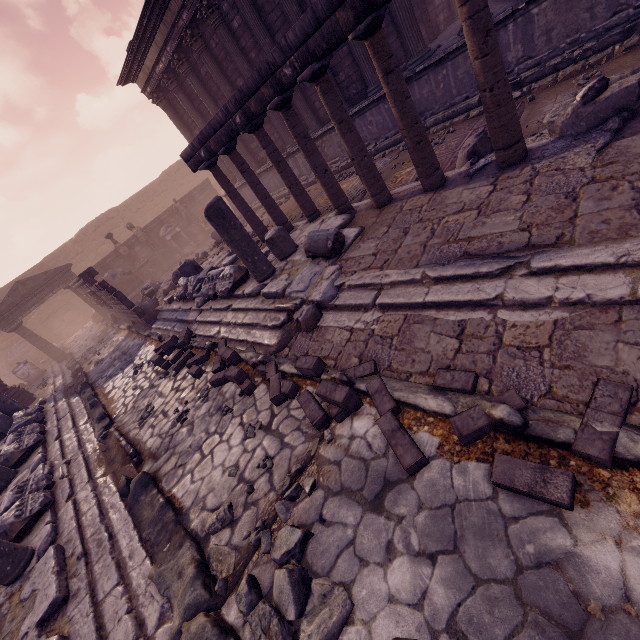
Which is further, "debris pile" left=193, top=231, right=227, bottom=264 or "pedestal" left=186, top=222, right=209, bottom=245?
"pedestal" left=186, top=222, right=209, bottom=245

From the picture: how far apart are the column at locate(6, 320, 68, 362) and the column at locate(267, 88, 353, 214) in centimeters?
1787cm

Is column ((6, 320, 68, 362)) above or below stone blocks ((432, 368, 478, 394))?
above

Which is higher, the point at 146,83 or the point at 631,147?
the point at 146,83

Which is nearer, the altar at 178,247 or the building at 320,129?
the building at 320,129

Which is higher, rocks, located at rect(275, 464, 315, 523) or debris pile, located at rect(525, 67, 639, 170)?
debris pile, located at rect(525, 67, 639, 170)

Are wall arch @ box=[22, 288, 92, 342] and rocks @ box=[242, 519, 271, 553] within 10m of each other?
no

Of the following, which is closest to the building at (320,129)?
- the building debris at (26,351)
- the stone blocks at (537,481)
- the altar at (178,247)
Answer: the altar at (178,247)
